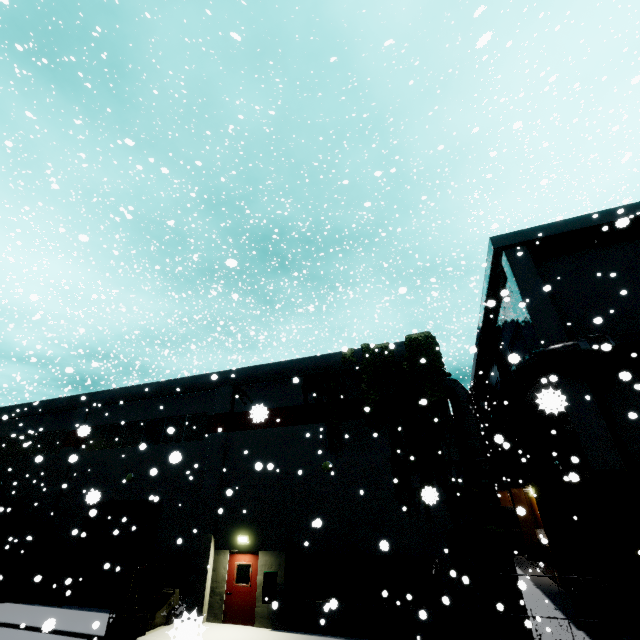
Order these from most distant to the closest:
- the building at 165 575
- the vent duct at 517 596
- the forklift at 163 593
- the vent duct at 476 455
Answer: the building at 165 575 → the vent duct at 476 455 → the forklift at 163 593 → the vent duct at 517 596

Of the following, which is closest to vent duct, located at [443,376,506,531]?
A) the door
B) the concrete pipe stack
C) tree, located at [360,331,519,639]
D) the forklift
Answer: tree, located at [360,331,519,639]

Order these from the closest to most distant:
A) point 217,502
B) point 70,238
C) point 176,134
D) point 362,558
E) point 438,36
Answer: point 362,558
point 217,502
point 176,134
point 438,36
point 70,238

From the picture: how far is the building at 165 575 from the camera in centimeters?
1428cm

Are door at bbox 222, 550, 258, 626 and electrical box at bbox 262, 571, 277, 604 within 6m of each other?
yes

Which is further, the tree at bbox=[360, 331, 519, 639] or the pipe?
the pipe

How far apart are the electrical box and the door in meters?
0.3 m

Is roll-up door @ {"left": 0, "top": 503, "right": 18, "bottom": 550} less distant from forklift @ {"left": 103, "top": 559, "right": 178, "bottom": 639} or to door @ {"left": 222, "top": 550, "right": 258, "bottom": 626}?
forklift @ {"left": 103, "top": 559, "right": 178, "bottom": 639}
